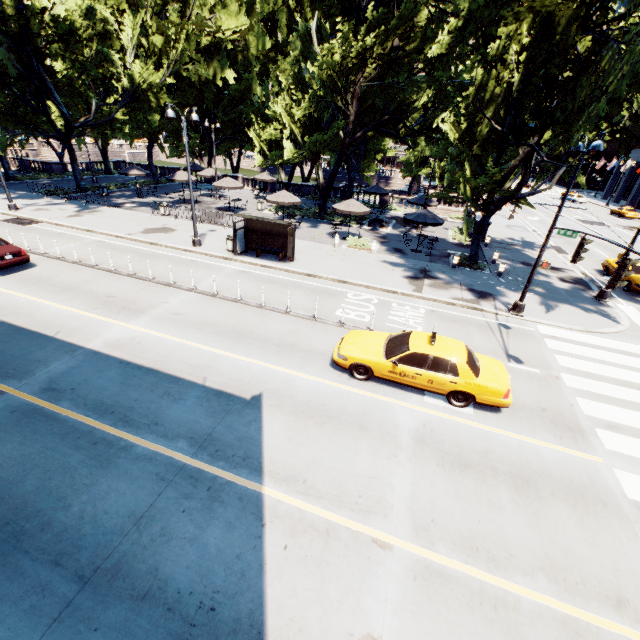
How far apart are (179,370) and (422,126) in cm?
2693

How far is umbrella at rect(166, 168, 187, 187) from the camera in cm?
2995

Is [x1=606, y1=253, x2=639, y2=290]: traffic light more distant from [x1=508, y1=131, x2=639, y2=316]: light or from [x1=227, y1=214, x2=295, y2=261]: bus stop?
[x1=227, y1=214, x2=295, y2=261]: bus stop

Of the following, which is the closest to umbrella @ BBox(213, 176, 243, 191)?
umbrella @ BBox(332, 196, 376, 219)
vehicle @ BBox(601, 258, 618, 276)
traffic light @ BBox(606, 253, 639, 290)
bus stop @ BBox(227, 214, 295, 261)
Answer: umbrella @ BBox(332, 196, 376, 219)

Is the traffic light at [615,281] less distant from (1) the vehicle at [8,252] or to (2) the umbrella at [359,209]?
(2) the umbrella at [359,209]

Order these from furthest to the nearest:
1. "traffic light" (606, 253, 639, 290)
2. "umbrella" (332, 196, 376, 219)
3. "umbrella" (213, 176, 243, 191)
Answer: "umbrella" (213, 176, 243, 191) < "umbrella" (332, 196, 376, 219) < "traffic light" (606, 253, 639, 290)

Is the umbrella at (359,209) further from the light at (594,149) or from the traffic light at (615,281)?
the traffic light at (615,281)

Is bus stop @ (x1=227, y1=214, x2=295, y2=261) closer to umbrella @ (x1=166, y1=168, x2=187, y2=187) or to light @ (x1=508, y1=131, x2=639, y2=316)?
light @ (x1=508, y1=131, x2=639, y2=316)
